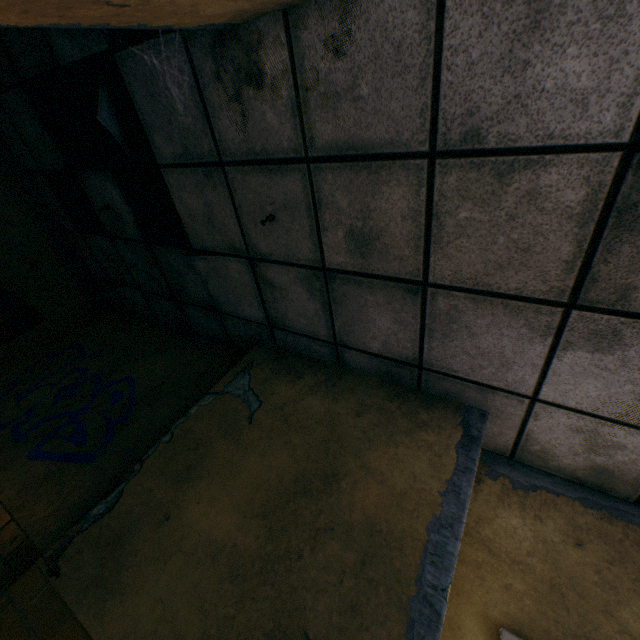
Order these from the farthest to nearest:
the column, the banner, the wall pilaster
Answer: the banner < the wall pilaster < the column

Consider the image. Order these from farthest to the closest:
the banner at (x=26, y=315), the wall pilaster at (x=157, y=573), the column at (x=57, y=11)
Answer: the banner at (x=26, y=315)
the wall pilaster at (x=157, y=573)
the column at (x=57, y=11)

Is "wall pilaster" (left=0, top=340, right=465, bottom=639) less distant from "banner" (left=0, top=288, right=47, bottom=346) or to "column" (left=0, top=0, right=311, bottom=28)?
"column" (left=0, top=0, right=311, bottom=28)

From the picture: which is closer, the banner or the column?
the column

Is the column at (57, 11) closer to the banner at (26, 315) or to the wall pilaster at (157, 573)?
the wall pilaster at (157, 573)

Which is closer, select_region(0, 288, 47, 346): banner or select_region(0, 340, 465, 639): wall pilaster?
select_region(0, 340, 465, 639): wall pilaster

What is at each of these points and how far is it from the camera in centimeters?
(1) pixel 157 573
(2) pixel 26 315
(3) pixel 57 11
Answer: (1) wall pilaster, 166cm
(2) banner, 380cm
(3) column, 92cm
